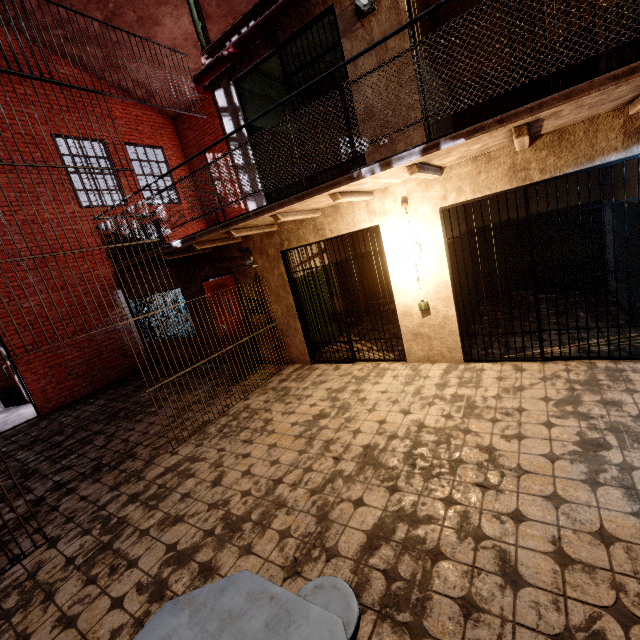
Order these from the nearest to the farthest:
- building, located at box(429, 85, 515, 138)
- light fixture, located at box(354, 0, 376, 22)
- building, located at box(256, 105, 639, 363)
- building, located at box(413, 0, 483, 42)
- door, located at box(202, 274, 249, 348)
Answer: building, located at box(256, 105, 639, 363) → light fixture, located at box(354, 0, 376, 22) → building, located at box(413, 0, 483, 42) → building, located at box(429, 85, 515, 138) → door, located at box(202, 274, 249, 348)

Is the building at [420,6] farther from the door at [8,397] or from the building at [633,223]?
the door at [8,397]

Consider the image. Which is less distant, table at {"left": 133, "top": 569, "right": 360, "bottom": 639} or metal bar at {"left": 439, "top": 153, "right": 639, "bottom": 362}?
table at {"left": 133, "top": 569, "right": 360, "bottom": 639}

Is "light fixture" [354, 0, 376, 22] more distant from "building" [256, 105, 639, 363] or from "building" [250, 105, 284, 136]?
"building" [256, 105, 639, 363]

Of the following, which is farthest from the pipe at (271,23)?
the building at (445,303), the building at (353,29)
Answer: the building at (445,303)

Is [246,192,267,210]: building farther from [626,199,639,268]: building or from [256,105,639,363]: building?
[626,199,639,268]: building

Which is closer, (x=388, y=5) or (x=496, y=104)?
(x=388, y=5)

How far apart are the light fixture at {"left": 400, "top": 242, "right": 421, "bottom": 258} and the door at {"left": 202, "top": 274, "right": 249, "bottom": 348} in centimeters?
376cm
